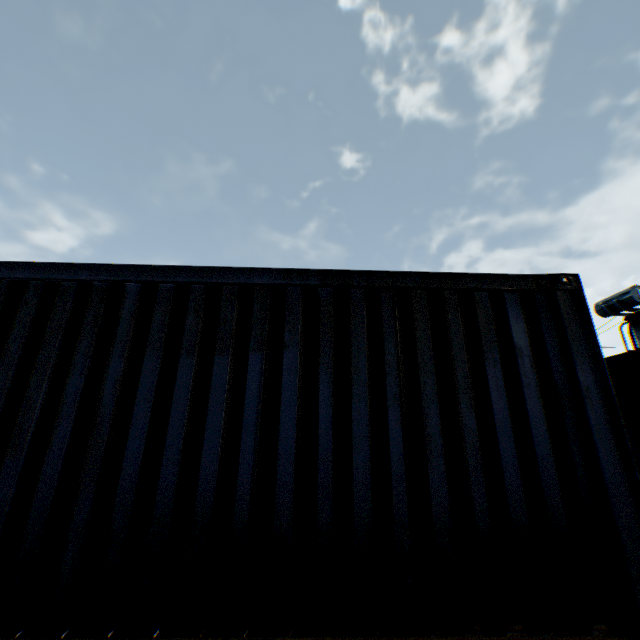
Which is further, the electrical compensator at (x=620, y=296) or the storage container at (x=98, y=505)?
the electrical compensator at (x=620, y=296)

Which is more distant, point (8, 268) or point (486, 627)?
point (8, 268)

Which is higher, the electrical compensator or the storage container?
the electrical compensator

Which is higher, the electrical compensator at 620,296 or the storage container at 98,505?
the electrical compensator at 620,296

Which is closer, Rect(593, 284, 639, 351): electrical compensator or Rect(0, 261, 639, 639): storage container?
Rect(0, 261, 639, 639): storage container
